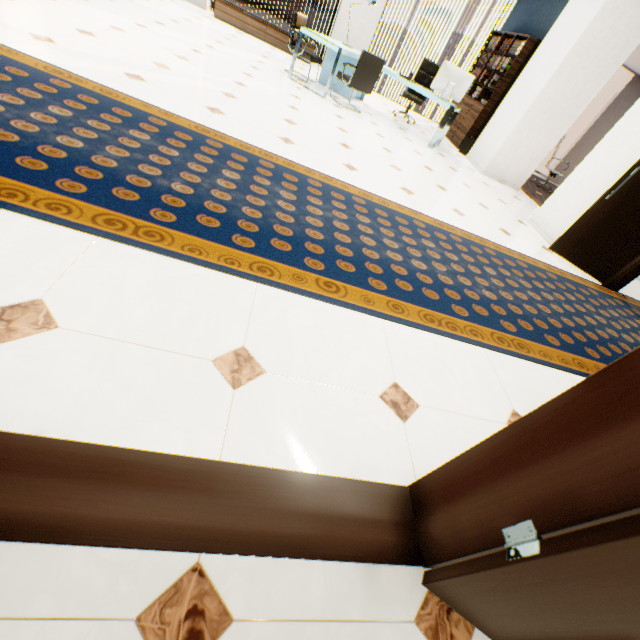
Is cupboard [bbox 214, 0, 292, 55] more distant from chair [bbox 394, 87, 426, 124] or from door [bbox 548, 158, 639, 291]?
door [bbox 548, 158, 639, 291]

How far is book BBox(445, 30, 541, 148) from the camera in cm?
656

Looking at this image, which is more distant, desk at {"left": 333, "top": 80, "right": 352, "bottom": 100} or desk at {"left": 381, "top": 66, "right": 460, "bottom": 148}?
desk at {"left": 333, "top": 80, "right": 352, "bottom": 100}

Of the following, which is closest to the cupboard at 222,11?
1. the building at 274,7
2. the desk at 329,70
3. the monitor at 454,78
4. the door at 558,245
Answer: the desk at 329,70

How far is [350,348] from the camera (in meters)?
1.61

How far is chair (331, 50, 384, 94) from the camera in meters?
5.4

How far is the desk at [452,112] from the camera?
6.0m

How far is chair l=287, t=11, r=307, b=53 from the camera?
5.70m
